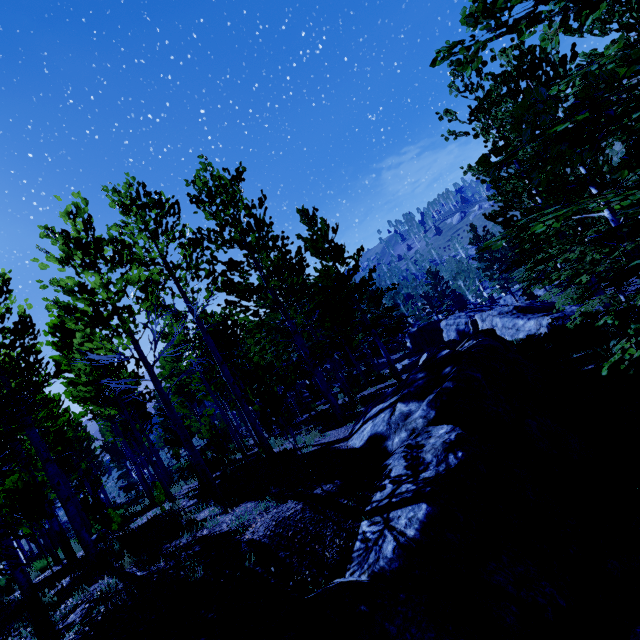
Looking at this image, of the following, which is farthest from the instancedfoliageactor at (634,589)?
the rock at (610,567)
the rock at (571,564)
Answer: the rock at (610,567)

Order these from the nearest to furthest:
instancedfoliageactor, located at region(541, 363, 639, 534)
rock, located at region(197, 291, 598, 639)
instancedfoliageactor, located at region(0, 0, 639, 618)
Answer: instancedfoliageactor, located at region(0, 0, 639, 618), rock, located at region(197, 291, 598, 639), instancedfoliageactor, located at region(541, 363, 639, 534)

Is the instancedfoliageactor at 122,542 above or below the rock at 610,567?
above

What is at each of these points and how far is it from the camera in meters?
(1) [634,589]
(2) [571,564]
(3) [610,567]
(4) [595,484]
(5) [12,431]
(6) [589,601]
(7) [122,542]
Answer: (1) instancedfoliageactor, 3.3 m
(2) rock, 3.8 m
(3) rock, 3.6 m
(4) instancedfoliageactor, 4.7 m
(5) instancedfoliageactor, 7.7 m
(6) instancedfoliageactor, 3.4 m
(7) instancedfoliageactor, 7.0 m

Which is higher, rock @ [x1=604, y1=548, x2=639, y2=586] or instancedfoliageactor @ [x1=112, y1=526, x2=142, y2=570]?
instancedfoliageactor @ [x1=112, y1=526, x2=142, y2=570]

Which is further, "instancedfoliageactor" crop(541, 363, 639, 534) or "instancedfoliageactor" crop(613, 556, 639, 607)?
"instancedfoliageactor" crop(541, 363, 639, 534)

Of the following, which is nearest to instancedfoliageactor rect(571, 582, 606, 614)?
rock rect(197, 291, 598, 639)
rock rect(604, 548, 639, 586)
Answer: rock rect(197, 291, 598, 639)
